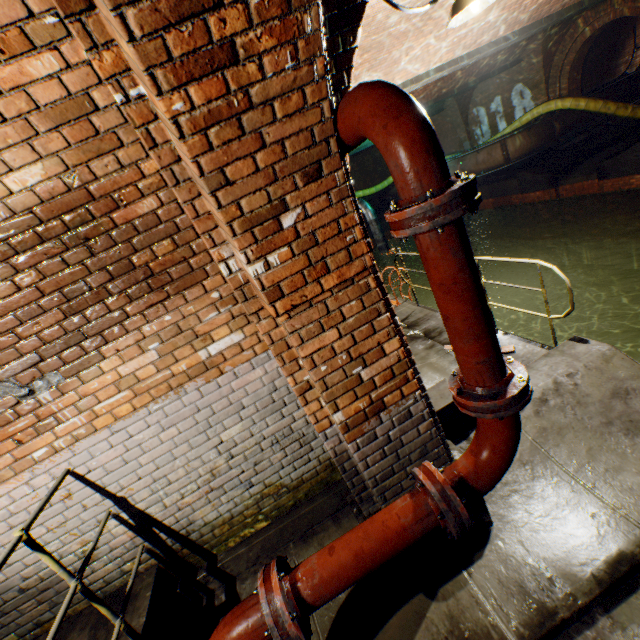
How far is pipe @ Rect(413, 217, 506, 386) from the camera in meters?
1.4 m

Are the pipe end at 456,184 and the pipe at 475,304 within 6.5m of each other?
yes

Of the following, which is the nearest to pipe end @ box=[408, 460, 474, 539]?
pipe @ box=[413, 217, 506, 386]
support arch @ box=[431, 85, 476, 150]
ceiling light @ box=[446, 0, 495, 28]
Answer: pipe @ box=[413, 217, 506, 386]

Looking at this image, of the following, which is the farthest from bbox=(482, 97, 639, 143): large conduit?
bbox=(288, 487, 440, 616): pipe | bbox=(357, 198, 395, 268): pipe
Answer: bbox=(288, 487, 440, 616): pipe

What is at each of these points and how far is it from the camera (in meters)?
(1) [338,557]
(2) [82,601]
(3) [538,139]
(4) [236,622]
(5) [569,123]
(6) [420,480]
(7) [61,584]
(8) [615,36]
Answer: (1) pipe, 1.68
(2) building tunnel, 2.78
(3) pipe, 12.70
(4) pipe, 1.61
(5) pipe, 12.80
(6) pipe end, 1.76
(7) building tunnel, 2.70
(8) building tunnel, 13.62

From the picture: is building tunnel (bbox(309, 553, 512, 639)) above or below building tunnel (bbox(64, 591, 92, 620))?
below

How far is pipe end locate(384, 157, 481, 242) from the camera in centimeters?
123cm

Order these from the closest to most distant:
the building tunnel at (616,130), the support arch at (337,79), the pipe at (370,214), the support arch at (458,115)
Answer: the support arch at (337,79), the building tunnel at (616,130), the support arch at (458,115), the pipe at (370,214)
